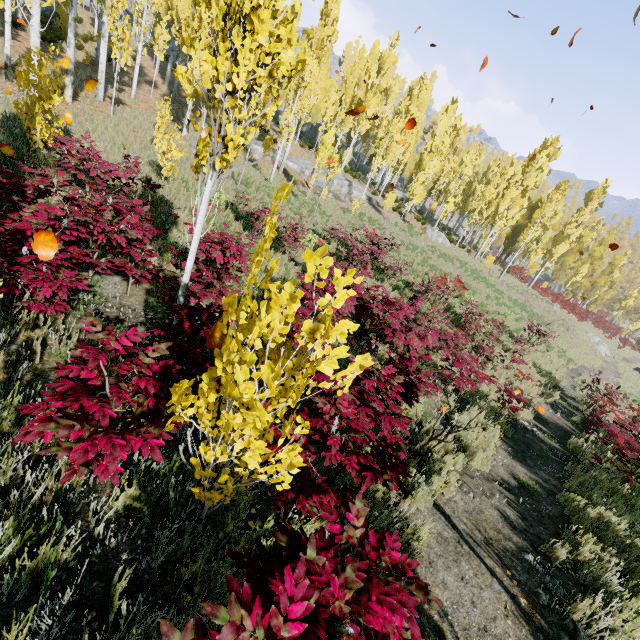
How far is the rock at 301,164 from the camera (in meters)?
27.08

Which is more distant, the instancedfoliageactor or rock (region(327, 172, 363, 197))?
rock (region(327, 172, 363, 197))

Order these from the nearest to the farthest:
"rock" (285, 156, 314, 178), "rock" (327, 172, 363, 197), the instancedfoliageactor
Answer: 1. the instancedfoliageactor
2. "rock" (285, 156, 314, 178)
3. "rock" (327, 172, 363, 197)

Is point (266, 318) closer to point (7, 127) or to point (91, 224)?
point (91, 224)

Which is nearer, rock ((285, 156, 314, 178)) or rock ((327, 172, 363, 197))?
rock ((285, 156, 314, 178))

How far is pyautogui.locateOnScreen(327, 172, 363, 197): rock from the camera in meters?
27.7 m
